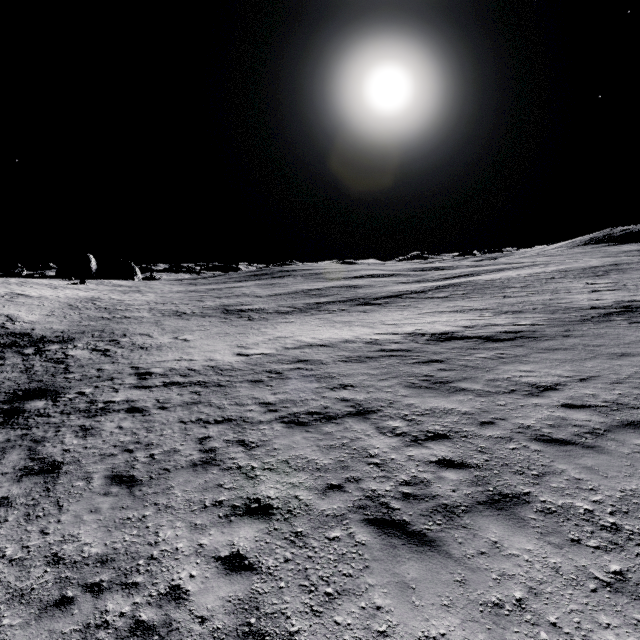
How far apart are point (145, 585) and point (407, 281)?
53.8 meters
